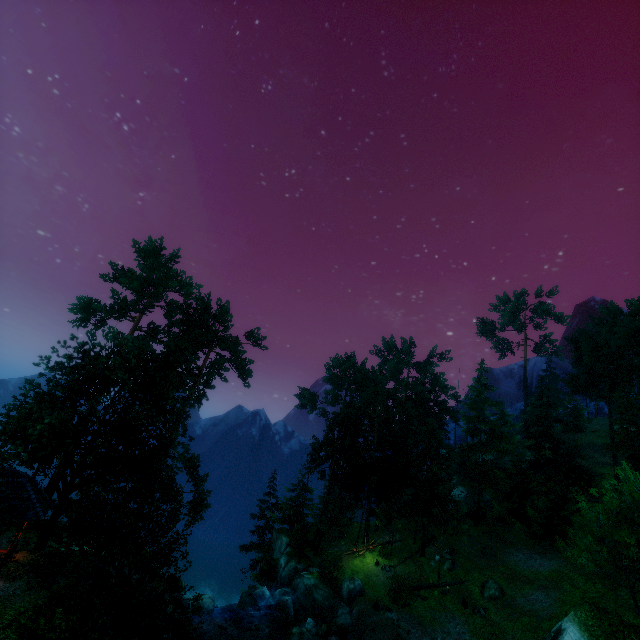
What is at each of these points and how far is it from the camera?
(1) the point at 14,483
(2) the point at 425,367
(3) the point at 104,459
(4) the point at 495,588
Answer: (1) building, 17.5 meters
(2) tree, 59.7 meters
(3) tree, 24.8 meters
(4) rock, 27.2 meters

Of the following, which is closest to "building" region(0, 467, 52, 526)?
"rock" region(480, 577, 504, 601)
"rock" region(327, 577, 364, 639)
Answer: "rock" region(327, 577, 364, 639)

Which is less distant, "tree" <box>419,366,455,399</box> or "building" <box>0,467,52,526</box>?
"building" <box>0,467,52,526</box>

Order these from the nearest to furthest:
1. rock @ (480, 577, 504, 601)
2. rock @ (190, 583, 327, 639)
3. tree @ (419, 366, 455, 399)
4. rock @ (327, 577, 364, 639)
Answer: rock @ (190, 583, 327, 639)
rock @ (327, 577, 364, 639)
rock @ (480, 577, 504, 601)
tree @ (419, 366, 455, 399)

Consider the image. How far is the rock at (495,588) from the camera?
26.9m

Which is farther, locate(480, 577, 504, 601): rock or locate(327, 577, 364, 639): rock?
locate(480, 577, 504, 601): rock

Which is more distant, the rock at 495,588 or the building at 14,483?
the rock at 495,588
